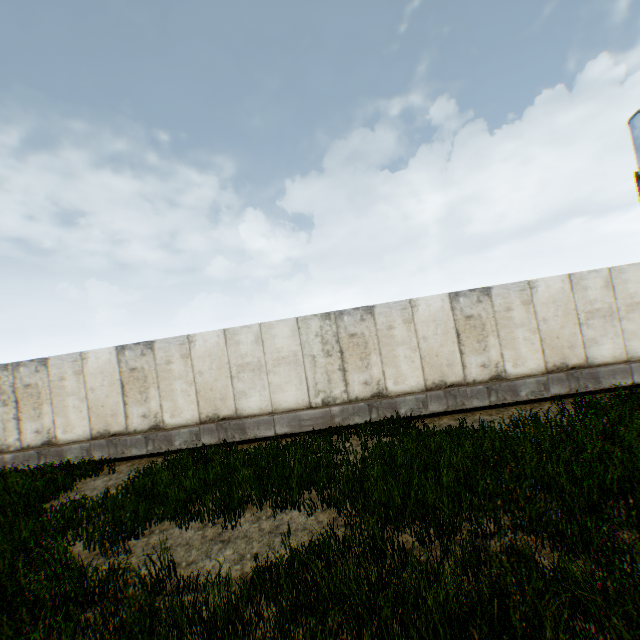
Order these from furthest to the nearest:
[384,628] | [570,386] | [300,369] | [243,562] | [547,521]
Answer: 1. [300,369]
2. [570,386]
3. [243,562]
4. [547,521]
5. [384,628]
